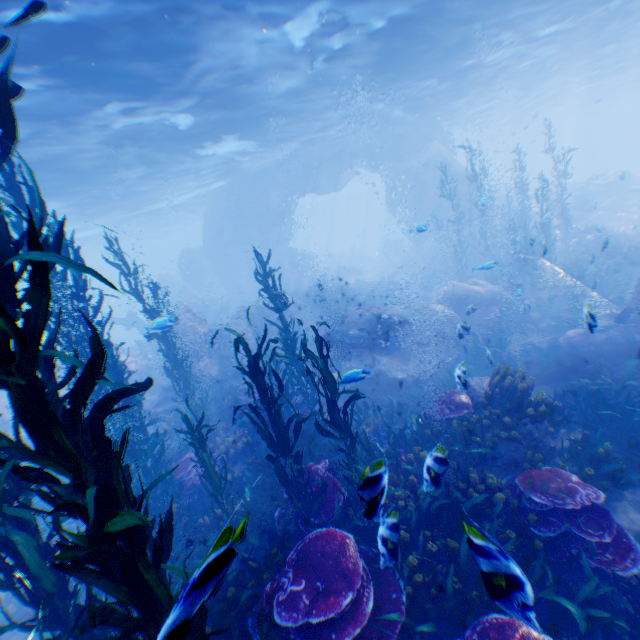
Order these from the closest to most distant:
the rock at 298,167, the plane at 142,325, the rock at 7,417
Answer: the rock at 7,417 < the plane at 142,325 < the rock at 298,167

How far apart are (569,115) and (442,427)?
68.7 meters

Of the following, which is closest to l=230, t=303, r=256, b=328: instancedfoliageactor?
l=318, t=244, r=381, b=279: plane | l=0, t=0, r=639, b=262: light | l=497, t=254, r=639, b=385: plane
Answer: l=497, t=254, r=639, b=385: plane

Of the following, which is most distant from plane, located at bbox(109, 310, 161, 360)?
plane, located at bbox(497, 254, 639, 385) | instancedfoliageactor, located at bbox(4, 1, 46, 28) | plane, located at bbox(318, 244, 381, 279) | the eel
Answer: plane, located at bbox(318, 244, 381, 279)

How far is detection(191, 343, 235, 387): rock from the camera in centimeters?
1451cm

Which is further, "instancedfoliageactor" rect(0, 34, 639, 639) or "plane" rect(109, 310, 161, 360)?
"plane" rect(109, 310, 161, 360)

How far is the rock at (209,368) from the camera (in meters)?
14.51
